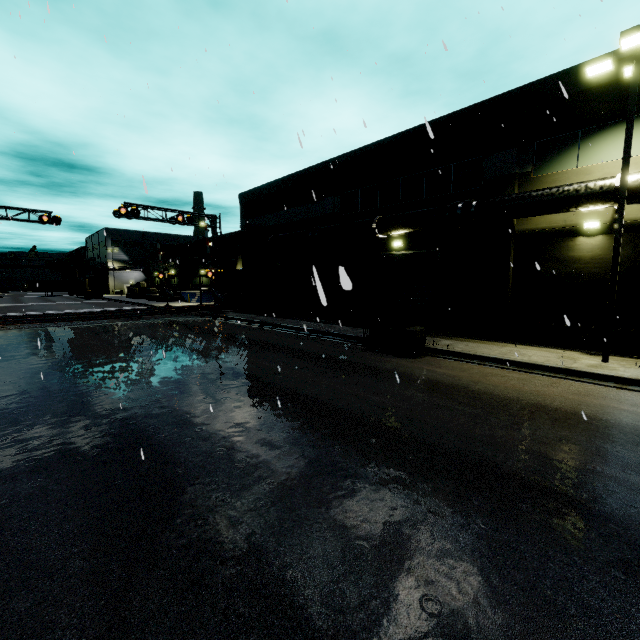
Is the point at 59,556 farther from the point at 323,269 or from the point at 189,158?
the point at 323,269

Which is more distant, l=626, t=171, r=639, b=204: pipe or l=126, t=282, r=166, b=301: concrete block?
l=126, t=282, r=166, b=301: concrete block

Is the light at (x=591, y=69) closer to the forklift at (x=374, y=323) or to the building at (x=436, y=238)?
the building at (x=436, y=238)

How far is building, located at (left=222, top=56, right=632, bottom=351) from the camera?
12.4 meters

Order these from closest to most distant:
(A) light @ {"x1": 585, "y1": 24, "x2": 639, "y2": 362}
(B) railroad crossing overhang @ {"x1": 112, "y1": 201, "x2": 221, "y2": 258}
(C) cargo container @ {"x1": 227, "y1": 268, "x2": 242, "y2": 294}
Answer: (A) light @ {"x1": 585, "y1": 24, "x2": 639, "y2": 362} < (B) railroad crossing overhang @ {"x1": 112, "y1": 201, "x2": 221, "y2": 258} < (C) cargo container @ {"x1": 227, "y1": 268, "x2": 242, "y2": 294}

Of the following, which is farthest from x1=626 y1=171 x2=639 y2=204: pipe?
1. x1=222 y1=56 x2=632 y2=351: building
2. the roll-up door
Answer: the roll-up door

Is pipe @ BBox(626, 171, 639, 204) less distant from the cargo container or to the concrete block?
the cargo container

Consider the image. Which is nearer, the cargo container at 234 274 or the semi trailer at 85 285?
the cargo container at 234 274
